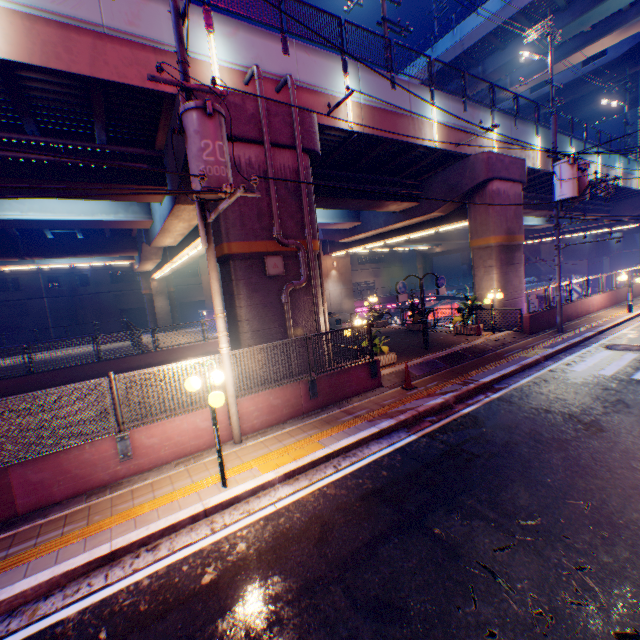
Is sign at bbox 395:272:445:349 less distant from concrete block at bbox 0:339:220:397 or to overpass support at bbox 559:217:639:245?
overpass support at bbox 559:217:639:245

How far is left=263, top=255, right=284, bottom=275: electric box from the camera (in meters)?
9.70

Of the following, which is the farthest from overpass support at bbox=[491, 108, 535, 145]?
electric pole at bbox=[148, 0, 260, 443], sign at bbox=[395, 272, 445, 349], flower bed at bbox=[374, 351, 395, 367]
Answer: sign at bbox=[395, 272, 445, 349]

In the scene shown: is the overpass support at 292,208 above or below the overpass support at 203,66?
below

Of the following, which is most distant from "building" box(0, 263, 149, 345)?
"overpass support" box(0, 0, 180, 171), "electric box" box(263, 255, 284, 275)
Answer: "electric box" box(263, 255, 284, 275)

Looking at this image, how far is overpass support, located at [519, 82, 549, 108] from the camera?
39.6 meters

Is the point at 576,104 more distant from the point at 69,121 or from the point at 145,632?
the point at 145,632

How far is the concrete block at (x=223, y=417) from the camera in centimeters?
774cm
